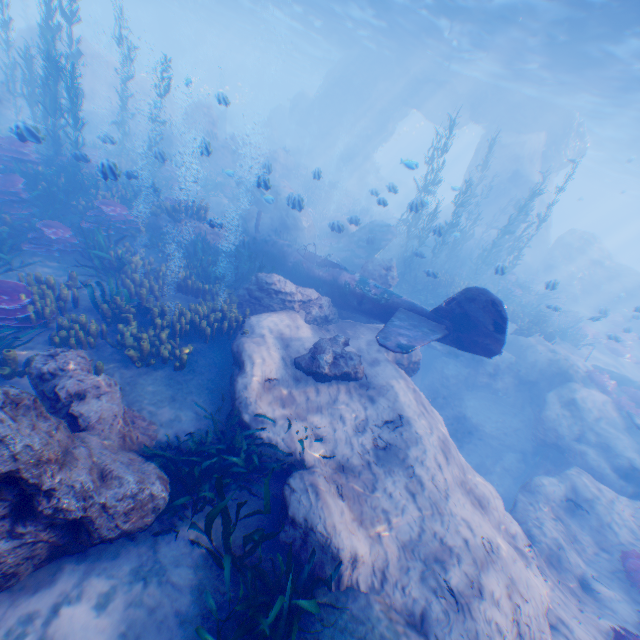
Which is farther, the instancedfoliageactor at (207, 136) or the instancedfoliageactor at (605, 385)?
the instancedfoliageactor at (605, 385)

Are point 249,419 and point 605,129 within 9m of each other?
no

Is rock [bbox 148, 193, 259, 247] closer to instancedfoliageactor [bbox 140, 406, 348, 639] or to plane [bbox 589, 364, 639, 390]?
plane [bbox 589, 364, 639, 390]

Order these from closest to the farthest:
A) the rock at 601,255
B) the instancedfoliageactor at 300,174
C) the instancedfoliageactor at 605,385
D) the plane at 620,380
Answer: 1. the instancedfoliageactor at 605,385
2. the plane at 620,380
3. the instancedfoliageactor at 300,174
4. the rock at 601,255

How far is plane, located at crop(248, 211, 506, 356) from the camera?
8.2m

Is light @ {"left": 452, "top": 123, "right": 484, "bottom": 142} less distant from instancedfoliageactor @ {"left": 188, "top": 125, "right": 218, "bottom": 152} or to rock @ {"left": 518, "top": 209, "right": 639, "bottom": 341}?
rock @ {"left": 518, "top": 209, "right": 639, "bottom": 341}

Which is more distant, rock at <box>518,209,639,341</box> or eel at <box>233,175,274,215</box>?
rock at <box>518,209,639,341</box>
